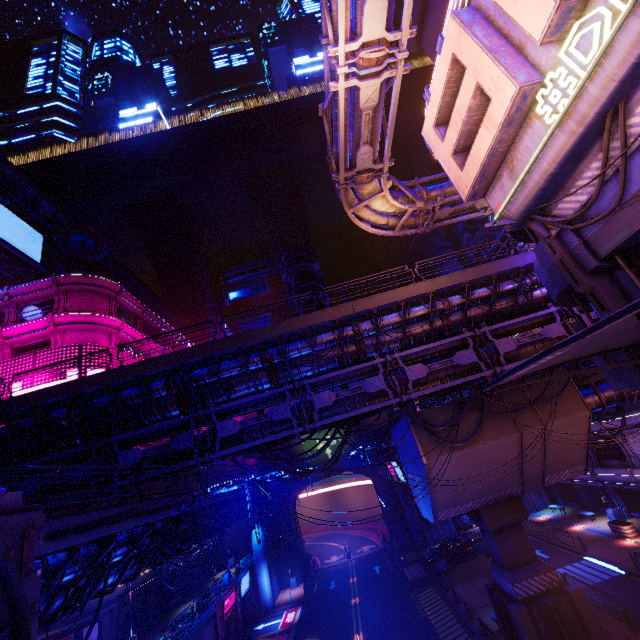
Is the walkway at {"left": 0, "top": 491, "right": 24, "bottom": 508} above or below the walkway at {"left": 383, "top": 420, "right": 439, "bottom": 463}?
above

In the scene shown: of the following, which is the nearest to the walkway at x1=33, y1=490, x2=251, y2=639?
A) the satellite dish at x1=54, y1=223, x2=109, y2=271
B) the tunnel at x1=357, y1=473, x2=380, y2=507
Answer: the tunnel at x1=357, y1=473, x2=380, y2=507

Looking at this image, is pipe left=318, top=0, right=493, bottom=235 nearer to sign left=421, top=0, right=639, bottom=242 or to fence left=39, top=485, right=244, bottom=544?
sign left=421, top=0, right=639, bottom=242

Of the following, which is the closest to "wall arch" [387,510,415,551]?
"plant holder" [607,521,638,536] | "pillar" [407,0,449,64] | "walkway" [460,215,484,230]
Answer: "plant holder" [607,521,638,536]

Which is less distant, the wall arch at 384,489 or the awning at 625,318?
the awning at 625,318

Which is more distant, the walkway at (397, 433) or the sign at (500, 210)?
the walkway at (397, 433)

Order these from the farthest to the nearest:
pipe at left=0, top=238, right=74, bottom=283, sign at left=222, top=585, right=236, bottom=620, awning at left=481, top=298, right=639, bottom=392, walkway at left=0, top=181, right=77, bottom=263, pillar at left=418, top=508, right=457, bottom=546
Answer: pillar at left=418, top=508, right=457, bottom=546 < walkway at left=0, top=181, right=77, bottom=263 < pipe at left=0, top=238, right=74, bottom=283 < sign at left=222, top=585, right=236, bottom=620 < awning at left=481, top=298, right=639, bottom=392

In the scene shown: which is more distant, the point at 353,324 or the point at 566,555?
the point at 566,555
